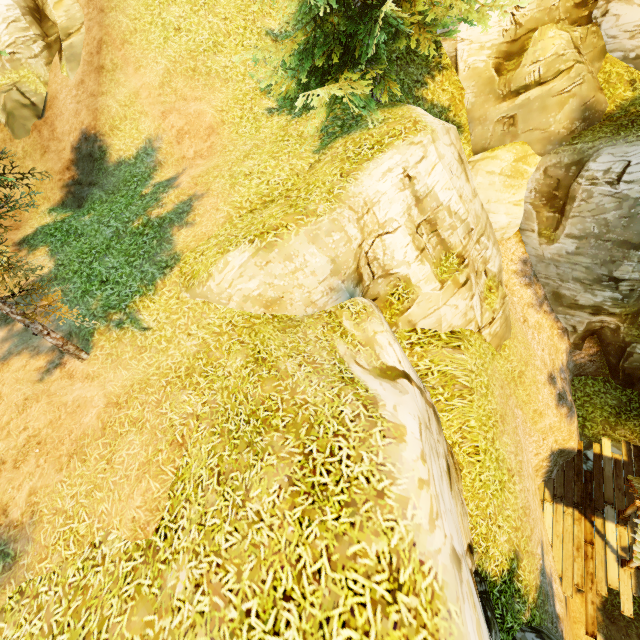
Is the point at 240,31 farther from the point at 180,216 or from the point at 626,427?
the point at 626,427

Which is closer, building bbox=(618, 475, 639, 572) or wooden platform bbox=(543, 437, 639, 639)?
building bbox=(618, 475, 639, 572)

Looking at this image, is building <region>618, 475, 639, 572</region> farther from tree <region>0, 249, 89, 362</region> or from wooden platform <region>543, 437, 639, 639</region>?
tree <region>0, 249, 89, 362</region>

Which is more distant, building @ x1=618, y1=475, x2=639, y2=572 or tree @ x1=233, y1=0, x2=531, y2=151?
building @ x1=618, y1=475, x2=639, y2=572

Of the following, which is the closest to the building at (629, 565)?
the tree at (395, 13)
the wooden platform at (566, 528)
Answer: the wooden platform at (566, 528)

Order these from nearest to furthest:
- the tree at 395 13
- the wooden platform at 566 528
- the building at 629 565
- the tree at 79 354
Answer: the tree at 79 354 < the tree at 395 13 < the building at 629 565 < the wooden platform at 566 528
